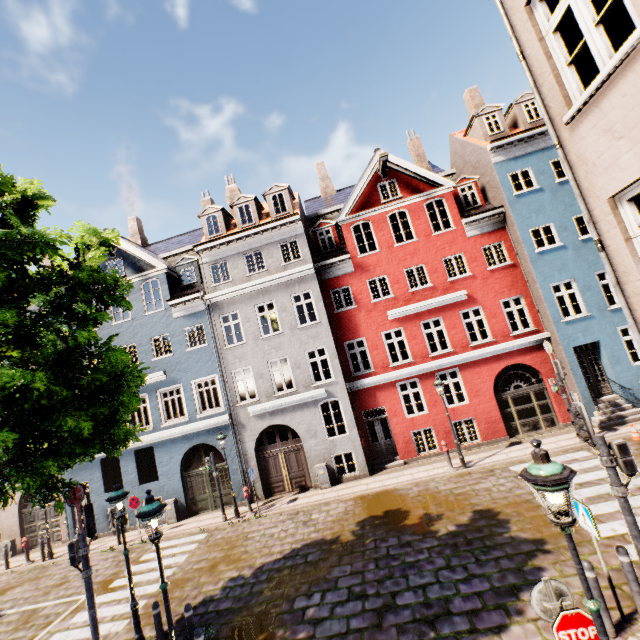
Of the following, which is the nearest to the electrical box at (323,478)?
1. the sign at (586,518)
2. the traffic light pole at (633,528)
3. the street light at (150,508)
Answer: the street light at (150,508)

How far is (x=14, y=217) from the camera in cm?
492

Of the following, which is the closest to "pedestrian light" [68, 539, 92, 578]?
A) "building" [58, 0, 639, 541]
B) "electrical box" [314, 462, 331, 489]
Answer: "building" [58, 0, 639, 541]

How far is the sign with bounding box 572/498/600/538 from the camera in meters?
5.4

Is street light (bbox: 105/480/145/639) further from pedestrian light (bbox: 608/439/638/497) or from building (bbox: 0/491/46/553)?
pedestrian light (bbox: 608/439/638/497)

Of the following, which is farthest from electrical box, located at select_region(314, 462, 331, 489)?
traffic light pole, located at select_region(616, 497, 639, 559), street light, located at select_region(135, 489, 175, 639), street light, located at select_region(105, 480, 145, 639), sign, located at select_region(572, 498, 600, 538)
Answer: traffic light pole, located at select_region(616, 497, 639, 559)

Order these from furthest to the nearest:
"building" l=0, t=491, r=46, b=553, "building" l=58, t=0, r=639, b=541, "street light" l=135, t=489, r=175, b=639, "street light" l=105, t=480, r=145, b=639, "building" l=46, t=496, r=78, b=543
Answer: "building" l=0, t=491, r=46, b=553 → "building" l=46, t=496, r=78, b=543 → "street light" l=105, t=480, r=145, b=639 → "street light" l=135, t=489, r=175, b=639 → "building" l=58, t=0, r=639, b=541

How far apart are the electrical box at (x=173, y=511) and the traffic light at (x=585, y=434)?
16.9m
